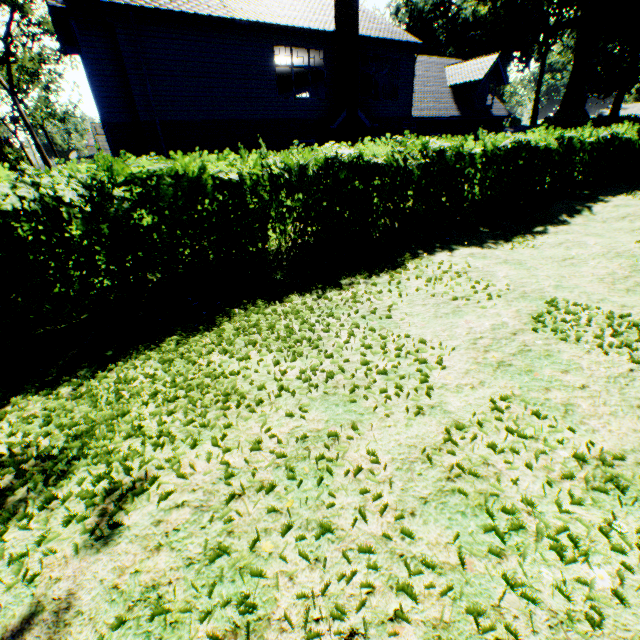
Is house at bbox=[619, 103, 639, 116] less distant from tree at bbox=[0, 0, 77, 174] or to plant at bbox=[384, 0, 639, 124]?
plant at bbox=[384, 0, 639, 124]

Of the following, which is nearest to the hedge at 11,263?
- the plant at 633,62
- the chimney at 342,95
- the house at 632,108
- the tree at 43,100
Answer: the tree at 43,100

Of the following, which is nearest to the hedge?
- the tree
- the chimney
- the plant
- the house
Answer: the tree

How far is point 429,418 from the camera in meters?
3.2 m

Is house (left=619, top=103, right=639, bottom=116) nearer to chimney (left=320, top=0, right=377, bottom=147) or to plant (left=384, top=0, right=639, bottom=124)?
plant (left=384, top=0, right=639, bottom=124)

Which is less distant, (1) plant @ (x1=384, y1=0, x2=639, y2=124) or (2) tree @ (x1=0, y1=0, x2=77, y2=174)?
(2) tree @ (x1=0, y1=0, x2=77, y2=174)

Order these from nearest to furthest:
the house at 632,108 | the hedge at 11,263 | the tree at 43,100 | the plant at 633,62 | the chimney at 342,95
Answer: the hedge at 11,263
the chimney at 342,95
the tree at 43,100
the plant at 633,62
the house at 632,108

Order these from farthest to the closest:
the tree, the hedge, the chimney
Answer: the tree → the chimney → the hedge
